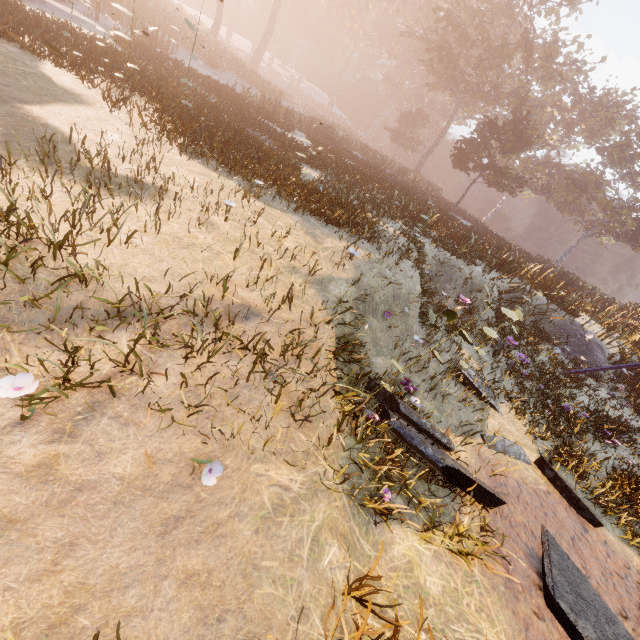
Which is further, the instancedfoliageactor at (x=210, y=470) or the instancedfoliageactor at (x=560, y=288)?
the instancedfoliageactor at (x=560, y=288)

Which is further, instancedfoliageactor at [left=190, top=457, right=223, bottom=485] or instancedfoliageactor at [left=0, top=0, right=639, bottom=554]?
instancedfoliageactor at [left=0, top=0, right=639, bottom=554]

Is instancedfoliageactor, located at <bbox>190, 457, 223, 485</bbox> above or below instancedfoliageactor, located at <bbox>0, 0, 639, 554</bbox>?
below

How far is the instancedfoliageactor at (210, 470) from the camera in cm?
254

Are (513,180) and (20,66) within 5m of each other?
no

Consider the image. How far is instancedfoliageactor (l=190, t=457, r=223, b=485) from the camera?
2.5m
